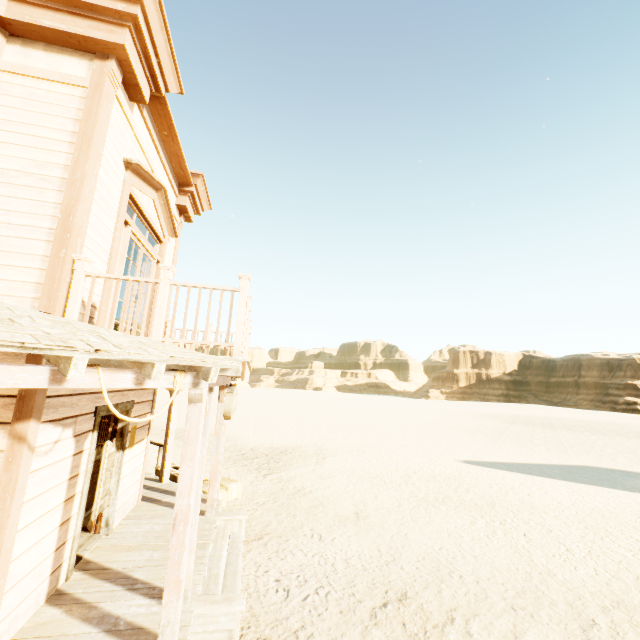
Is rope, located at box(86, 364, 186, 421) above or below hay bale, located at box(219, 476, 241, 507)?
above

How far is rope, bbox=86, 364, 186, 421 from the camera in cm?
279

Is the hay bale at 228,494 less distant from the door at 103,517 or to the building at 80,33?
the building at 80,33

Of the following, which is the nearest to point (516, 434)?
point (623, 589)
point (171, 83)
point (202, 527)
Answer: point (623, 589)

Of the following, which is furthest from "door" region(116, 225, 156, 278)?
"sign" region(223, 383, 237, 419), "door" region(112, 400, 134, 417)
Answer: "sign" region(223, 383, 237, 419)

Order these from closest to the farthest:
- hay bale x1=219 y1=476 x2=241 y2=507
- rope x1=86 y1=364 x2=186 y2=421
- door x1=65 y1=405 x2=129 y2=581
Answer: rope x1=86 y1=364 x2=186 y2=421 < door x1=65 y1=405 x2=129 y2=581 < hay bale x1=219 y1=476 x2=241 y2=507

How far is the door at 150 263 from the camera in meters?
5.1 m

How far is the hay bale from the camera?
8.0m
